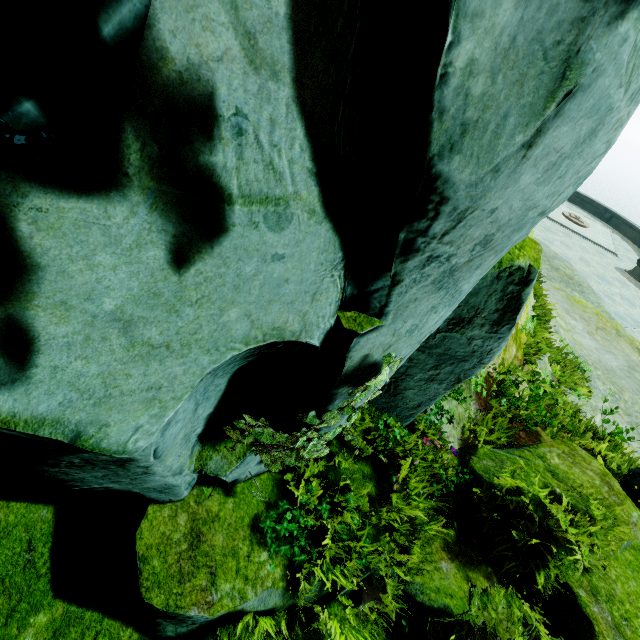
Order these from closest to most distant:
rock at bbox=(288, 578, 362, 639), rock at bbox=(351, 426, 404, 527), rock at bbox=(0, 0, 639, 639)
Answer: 1. rock at bbox=(0, 0, 639, 639)
2. rock at bbox=(288, 578, 362, 639)
3. rock at bbox=(351, 426, 404, 527)

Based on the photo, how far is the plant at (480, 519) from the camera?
3.7 meters

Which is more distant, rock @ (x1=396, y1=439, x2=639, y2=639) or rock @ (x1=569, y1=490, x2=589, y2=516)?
rock @ (x1=569, y1=490, x2=589, y2=516)

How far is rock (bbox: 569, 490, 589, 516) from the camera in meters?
4.3 m

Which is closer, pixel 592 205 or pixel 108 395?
pixel 108 395

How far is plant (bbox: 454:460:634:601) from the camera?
3.7m

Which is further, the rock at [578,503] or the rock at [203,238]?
the rock at [578,503]
